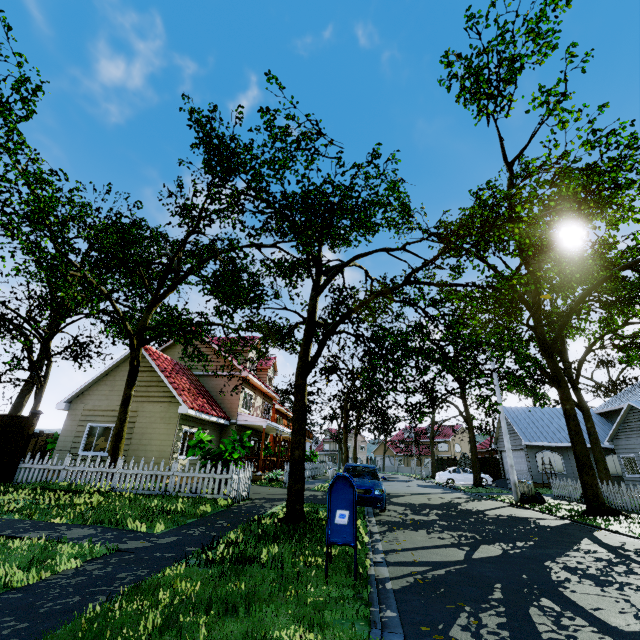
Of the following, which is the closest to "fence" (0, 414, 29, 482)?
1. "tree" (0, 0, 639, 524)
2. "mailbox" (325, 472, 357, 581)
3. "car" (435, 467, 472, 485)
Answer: "tree" (0, 0, 639, 524)

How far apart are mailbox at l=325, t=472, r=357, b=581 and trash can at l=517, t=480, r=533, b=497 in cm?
1456

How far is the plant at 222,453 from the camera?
11.2m

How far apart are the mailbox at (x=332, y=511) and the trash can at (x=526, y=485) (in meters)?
14.56

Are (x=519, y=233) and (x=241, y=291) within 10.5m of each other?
no

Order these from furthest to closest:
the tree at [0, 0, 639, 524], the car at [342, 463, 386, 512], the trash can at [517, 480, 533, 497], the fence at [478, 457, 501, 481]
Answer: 1. the fence at [478, 457, 501, 481]
2. the trash can at [517, 480, 533, 497]
3. the car at [342, 463, 386, 512]
4. the tree at [0, 0, 639, 524]

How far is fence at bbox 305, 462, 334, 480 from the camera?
24.5 meters

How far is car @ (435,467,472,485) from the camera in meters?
27.6
